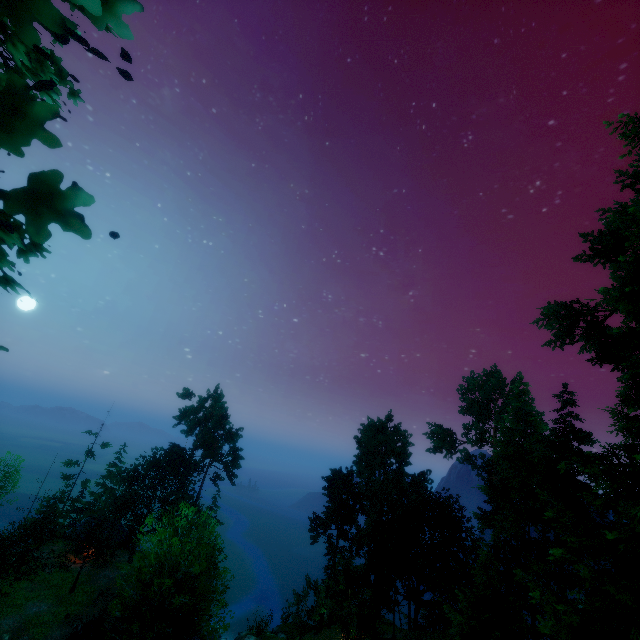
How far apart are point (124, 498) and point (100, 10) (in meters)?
56.14

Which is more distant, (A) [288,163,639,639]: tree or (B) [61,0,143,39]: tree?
(A) [288,163,639,639]: tree

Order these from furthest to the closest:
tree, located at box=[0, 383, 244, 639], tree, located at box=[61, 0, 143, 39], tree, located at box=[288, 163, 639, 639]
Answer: tree, located at box=[0, 383, 244, 639]
tree, located at box=[288, 163, 639, 639]
tree, located at box=[61, 0, 143, 39]

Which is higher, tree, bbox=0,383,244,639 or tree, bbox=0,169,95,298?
tree, bbox=0,169,95,298

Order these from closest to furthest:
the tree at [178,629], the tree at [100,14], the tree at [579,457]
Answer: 1. the tree at [100,14]
2. the tree at [579,457]
3. the tree at [178,629]

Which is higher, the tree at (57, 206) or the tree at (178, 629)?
the tree at (57, 206)
